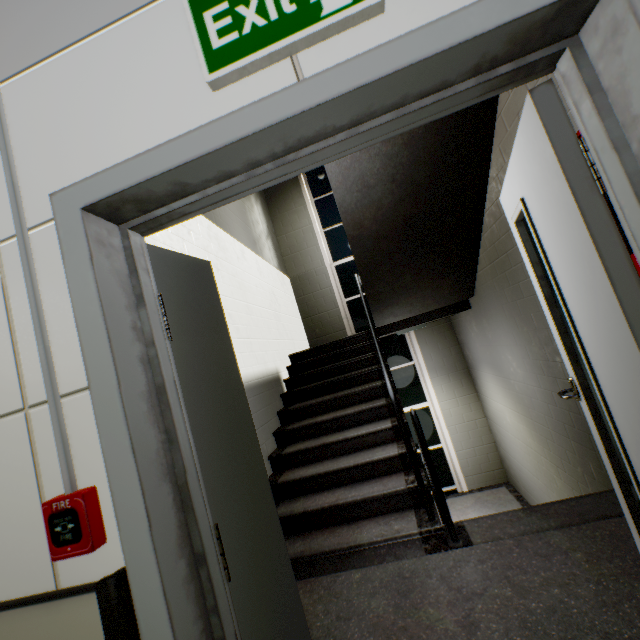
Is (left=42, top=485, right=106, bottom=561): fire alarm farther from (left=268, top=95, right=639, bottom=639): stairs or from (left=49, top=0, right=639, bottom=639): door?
(left=268, top=95, right=639, bottom=639): stairs

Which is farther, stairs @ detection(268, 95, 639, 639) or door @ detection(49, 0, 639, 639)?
stairs @ detection(268, 95, 639, 639)

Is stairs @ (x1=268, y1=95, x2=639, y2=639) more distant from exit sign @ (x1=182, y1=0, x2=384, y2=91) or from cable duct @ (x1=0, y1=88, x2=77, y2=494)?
exit sign @ (x1=182, y1=0, x2=384, y2=91)

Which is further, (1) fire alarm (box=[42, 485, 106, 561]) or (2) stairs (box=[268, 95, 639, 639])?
(2) stairs (box=[268, 95, 639, 639])

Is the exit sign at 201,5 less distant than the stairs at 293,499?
Yes

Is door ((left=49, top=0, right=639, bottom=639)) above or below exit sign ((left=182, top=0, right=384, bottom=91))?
below

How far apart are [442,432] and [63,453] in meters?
6.8 m

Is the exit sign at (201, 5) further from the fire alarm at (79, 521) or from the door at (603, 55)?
the fire alarm at (79, 521)
